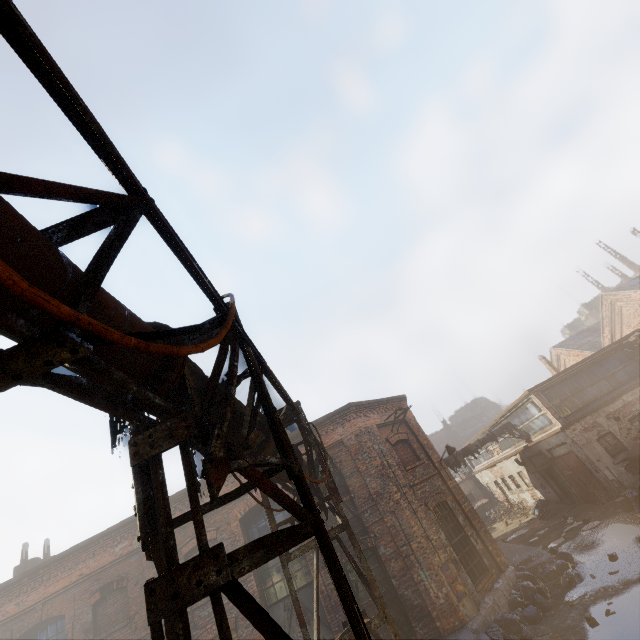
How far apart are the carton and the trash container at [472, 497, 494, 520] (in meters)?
17.40

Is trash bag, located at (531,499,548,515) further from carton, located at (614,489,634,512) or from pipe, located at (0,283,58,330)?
pipe, located at (0,283,58,330)

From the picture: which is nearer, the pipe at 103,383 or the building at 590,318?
the pipe at 103,383

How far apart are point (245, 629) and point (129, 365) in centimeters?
Result: 1271cm

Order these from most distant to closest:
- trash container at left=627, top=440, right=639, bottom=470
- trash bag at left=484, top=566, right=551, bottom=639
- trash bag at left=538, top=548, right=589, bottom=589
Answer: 1. trash container at left=627, top=440, right=639, bottom=470
2. trash bag at left=538, top=548, right=589, bottom=589
3. trash bag at left=484, top=566, right=551, bottom=639

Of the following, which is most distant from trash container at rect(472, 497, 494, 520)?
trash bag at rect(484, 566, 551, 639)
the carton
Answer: trash bag at rect(484, 566, 551, 639)

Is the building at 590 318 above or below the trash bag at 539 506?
above

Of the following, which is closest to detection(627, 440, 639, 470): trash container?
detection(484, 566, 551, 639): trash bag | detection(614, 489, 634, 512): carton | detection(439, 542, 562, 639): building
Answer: detection(614, 489, 634, 512): carton
